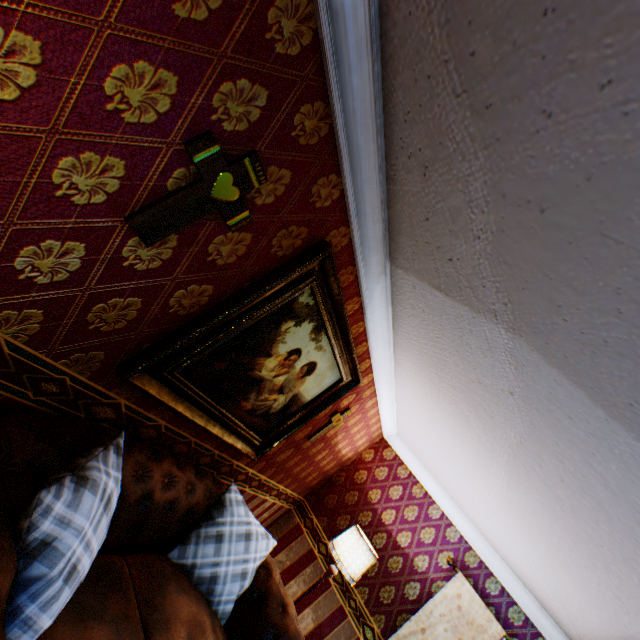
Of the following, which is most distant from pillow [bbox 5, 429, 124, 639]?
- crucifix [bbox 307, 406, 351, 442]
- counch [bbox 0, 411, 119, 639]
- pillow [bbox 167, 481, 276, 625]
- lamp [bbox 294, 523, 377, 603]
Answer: lamp [bbox 294, 523, 377, 603]

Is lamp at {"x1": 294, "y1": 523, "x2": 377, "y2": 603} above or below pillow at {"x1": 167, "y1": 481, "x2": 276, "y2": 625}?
above

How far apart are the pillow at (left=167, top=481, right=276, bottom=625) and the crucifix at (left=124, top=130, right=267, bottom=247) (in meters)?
2.30

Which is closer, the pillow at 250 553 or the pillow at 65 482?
the pillow at 65 482

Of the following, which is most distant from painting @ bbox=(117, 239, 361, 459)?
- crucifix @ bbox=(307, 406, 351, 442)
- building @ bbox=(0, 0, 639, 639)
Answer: crucifix @ bbox=(307, 406, 351, 442)

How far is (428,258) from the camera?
1.9 meters

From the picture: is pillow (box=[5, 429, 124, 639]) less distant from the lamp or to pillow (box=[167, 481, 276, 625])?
pillow (box=[167, 481, 276, 625])

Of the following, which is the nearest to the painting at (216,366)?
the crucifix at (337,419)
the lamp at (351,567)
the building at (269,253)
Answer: the building at (269,253)
